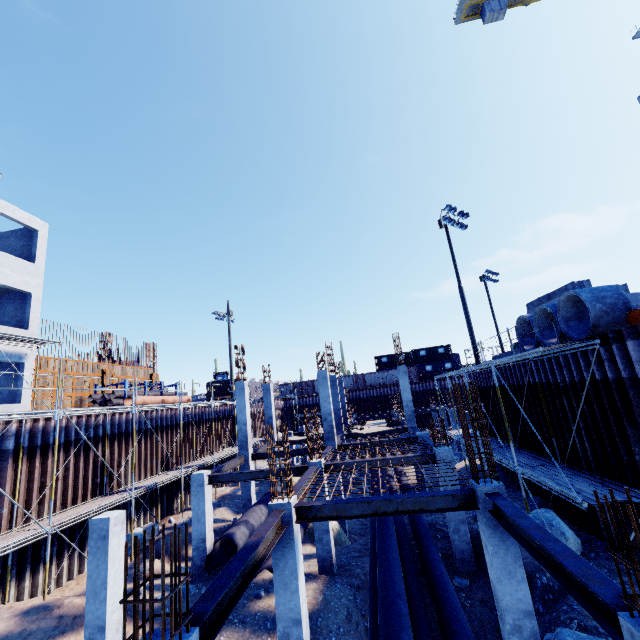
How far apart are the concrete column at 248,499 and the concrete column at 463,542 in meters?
10.3 m

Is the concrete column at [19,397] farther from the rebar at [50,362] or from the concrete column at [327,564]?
the concrete column at [327,564]

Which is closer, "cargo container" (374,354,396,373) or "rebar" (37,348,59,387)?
"rebar" (37,348,59,387)

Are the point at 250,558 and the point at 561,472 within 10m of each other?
yes

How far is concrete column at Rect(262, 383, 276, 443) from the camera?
23.27m

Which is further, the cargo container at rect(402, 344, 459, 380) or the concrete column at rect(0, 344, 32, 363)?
the cargo container at rect(402, 344, 459, 380)

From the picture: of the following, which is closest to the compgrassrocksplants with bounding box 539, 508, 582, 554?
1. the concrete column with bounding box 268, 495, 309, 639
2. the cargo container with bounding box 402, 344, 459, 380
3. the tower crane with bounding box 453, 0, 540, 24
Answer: the concrete column with bounding box 268, 495, 309, 639

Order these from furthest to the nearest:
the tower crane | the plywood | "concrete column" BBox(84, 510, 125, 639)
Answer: the tower crane → the plywood → "concrete column" BBox(84, 510, 125, 639)
